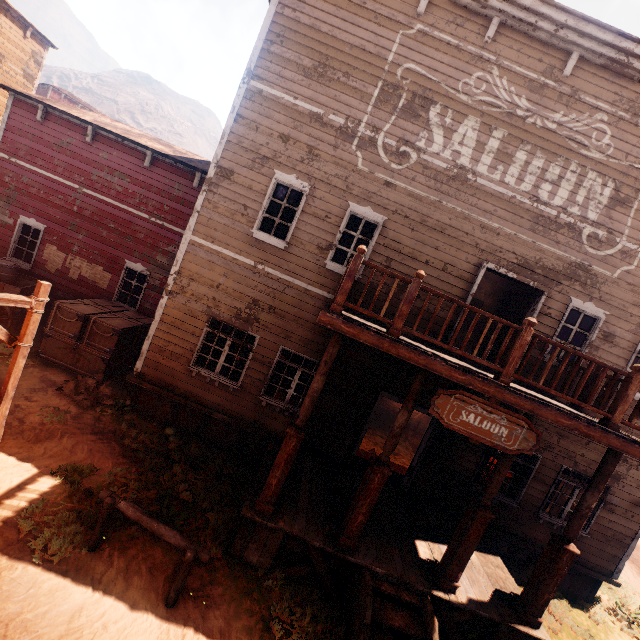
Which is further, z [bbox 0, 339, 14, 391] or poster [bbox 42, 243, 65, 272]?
poster [bbox 42, 243, 65, 272]

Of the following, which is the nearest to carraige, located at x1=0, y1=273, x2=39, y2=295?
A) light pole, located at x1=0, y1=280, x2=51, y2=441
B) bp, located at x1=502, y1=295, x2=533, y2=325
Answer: light pole, located at x1=0, y1=280, x2=51, y2=441

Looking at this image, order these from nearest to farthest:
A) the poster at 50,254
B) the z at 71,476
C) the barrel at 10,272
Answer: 1. the z at 71,476
2. the barrel at 10,272
3. the poster at 50,254

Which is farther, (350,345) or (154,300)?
(154,300)

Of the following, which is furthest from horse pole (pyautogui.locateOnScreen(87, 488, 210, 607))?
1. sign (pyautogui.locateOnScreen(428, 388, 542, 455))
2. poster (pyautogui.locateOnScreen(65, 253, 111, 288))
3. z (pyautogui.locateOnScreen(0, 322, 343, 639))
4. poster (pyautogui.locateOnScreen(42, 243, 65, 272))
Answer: poster (pyautogui.locateOnScreen(42, 243, 65, 272))

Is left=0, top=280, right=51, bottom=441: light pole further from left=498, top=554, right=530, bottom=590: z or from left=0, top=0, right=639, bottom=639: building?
left=0, top=0, right=639, bottom=639: building

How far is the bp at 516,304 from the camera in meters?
8.8

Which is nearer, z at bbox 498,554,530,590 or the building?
the building
